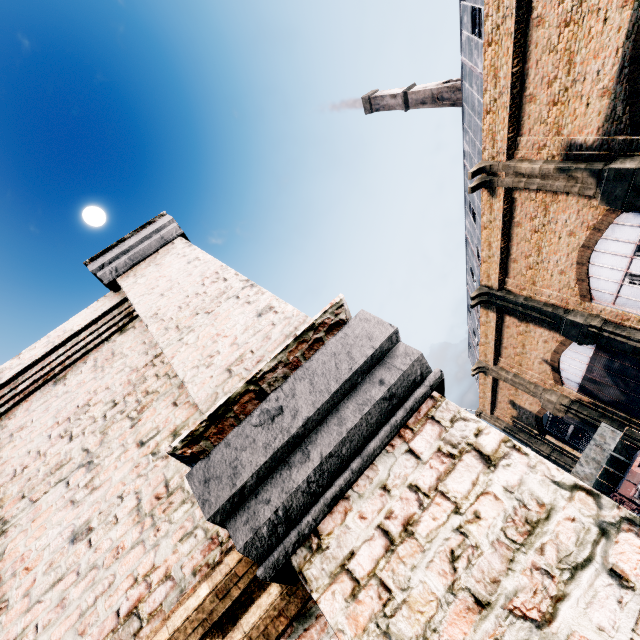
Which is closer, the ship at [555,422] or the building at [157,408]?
the building at [157,408]

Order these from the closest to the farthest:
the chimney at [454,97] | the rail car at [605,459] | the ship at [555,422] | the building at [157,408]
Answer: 1. the building at [157,408]
2. the rail car at [605,459]
3. the ship at [555,422]
4. the chimney at [454,97]

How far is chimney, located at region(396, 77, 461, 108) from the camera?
52.59m

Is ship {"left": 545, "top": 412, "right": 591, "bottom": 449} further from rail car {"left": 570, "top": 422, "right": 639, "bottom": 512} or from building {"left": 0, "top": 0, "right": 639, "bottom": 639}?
rail car {"left": 570, "top": 422, "right": 639, "bottom": 512}

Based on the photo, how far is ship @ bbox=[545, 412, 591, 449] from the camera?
50.4m

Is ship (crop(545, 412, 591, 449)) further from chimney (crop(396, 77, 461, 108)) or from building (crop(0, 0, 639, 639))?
chimney (crop(396, 77, 461, 108))

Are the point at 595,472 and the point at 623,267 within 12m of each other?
no
